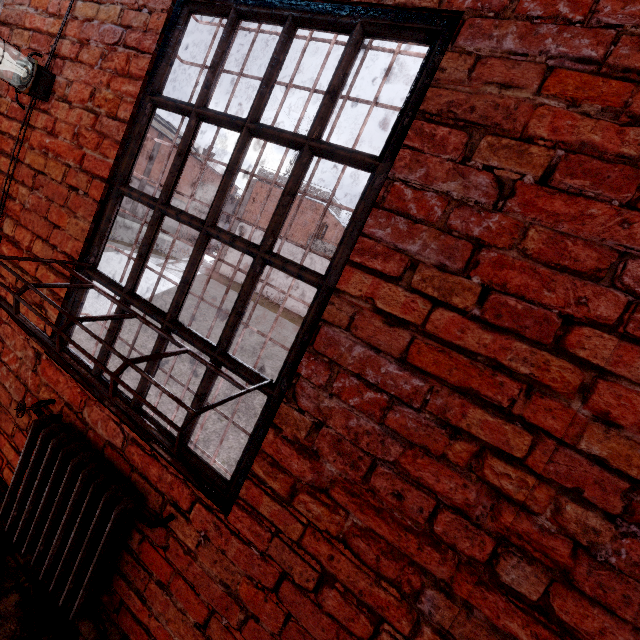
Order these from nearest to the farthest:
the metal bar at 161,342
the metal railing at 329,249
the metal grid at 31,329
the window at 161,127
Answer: the metal grid at 31,329
the metal bar at 161,342
the metal railing at 329,249
the window at 161,127

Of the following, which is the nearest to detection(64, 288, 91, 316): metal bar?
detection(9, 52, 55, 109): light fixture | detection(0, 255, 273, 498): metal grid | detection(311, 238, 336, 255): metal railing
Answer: detection(0, 255, 273, 498): metal grid

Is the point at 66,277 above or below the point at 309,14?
below

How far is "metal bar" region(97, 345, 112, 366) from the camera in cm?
164

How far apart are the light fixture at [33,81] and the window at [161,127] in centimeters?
3306cm

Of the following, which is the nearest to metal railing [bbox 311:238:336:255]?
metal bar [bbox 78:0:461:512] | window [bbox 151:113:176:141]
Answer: metal bar [bbox 78:0:461:512]

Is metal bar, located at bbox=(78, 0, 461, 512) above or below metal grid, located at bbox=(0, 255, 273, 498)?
above

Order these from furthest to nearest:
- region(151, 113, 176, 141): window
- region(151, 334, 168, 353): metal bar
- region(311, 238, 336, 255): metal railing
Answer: region(151, 113, 176, 141): window < region(311, 238, 336, 255): metal railing < region(151, 334, 168, 353): metal bar
